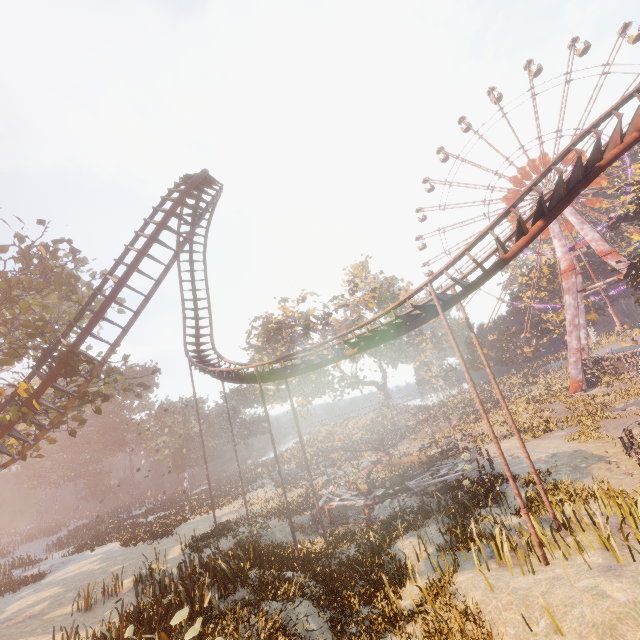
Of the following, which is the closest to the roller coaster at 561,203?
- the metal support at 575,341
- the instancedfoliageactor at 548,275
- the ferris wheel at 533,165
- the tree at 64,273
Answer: the tree at 64,273

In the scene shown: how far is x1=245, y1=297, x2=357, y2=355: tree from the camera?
48.9m

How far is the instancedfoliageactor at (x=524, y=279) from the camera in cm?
5616

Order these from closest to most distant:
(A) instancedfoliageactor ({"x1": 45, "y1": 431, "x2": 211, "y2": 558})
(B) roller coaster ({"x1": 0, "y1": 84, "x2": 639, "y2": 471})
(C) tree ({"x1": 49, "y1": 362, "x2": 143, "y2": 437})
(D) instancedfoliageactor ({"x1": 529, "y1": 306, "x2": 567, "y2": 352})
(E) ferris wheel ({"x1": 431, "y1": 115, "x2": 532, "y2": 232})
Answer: (B) roller coaster ({"x1": 0, "y1": 84, "x2": 639, "y2": 471}) < (C) tree ({"x1": 49, "y1": 362, "x2": 143, "y2": 437}) < (A) instancedfoliageactor ({"x1": 45, "y1": 431, "x2": 211, "y2": 558}) < (E) ferris wheel ({"x1": 431, "y1": 115, "x2": 532, "y2": 232}) < (D) instancedfoliageactor ({"x1": 529, "y1": 306, "x2": 567, "y2": 352})

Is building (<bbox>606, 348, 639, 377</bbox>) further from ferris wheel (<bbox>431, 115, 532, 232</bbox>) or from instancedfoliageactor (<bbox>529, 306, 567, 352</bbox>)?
ferris wheel (<bbox>431, 115, 532, 232</bbox>)

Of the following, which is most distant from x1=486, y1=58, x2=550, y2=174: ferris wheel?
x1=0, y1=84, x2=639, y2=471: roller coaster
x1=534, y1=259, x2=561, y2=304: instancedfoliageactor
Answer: x1=0, y1=84, x2=639, y2=471: roller coaster

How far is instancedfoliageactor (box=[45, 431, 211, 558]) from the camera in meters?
27.4

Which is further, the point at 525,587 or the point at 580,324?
the point at 580,324
